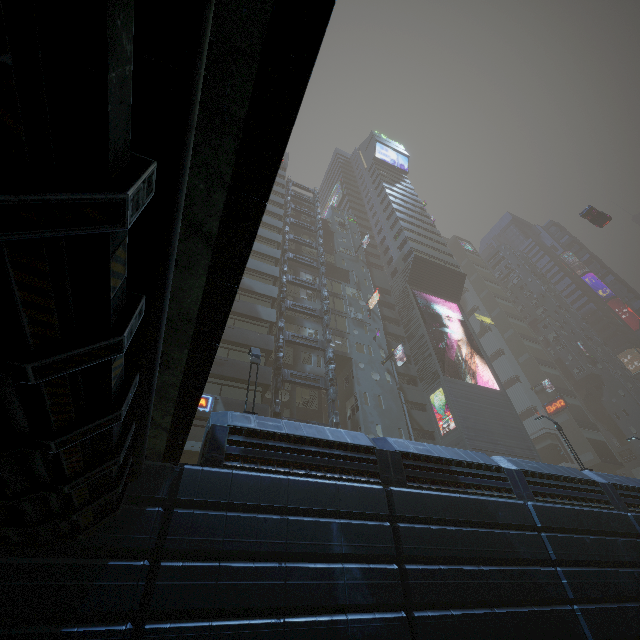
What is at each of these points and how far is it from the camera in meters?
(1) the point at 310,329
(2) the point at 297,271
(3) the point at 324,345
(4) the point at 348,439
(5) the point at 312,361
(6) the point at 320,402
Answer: (1) building, 32.0 m
(2) building, 37.5 m
(3) building structure, 28.4 m
(4) building, 11.0 m
(5) building, 29.2 m
(6) building, 28.3 m

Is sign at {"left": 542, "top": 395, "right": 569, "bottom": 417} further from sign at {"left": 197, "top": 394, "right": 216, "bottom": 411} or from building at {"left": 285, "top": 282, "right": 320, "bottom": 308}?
sign at {"left": 197, "top": 394, "right": 216, "bottom": 411}

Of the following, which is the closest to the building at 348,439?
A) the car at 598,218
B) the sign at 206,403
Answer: the sign at 206,403

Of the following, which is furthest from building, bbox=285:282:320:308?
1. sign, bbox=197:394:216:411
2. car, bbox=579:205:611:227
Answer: car, bbox=579:205:611:227

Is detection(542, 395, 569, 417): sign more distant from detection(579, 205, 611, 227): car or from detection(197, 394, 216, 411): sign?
detection(197, 394, 216, 411): sign

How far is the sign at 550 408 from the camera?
50.2m

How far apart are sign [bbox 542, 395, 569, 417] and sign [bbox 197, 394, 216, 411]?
54.31m

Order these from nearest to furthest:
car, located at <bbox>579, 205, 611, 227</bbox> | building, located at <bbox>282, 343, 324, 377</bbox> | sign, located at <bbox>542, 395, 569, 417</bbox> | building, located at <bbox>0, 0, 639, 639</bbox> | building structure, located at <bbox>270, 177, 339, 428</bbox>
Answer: building, located at <bbox>0, 0, 639, 639</bbox>
building structure, located at <bbox>270, 177, 339, 428</bbox>
building, located at <bbox>282, 343, 324, 377</bbox>
car, located at <bbox>579, 205, 611, 227</bbox>
sign, located at <bbox>542, 395, 569, 417</bbox>
